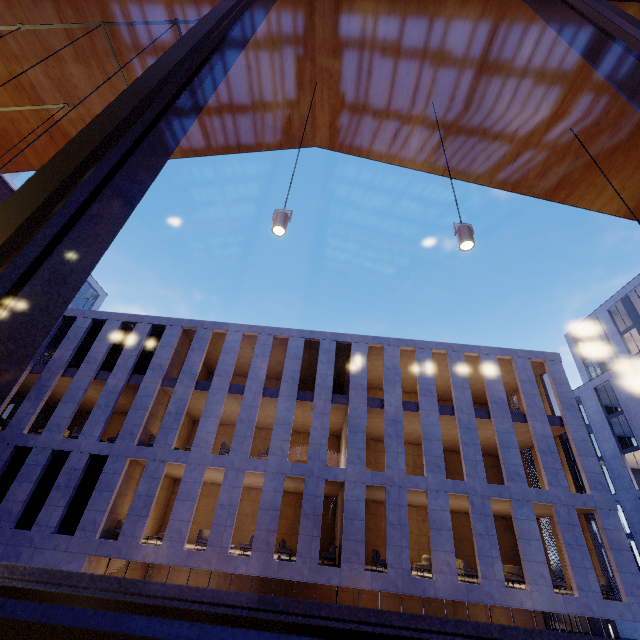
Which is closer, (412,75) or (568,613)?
(412,75)

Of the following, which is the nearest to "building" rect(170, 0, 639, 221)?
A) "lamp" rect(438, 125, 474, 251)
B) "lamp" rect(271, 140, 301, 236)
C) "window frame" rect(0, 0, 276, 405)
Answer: "window frame" rect(0, 0, 276, 405)

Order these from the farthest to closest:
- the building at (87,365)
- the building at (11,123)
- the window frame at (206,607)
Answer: the building at (87,365)
the building at (11,123)
the window frame at (206,607)

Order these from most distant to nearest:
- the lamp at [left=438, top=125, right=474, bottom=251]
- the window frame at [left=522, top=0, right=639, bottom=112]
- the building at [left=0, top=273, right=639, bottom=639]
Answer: the building at [left=0, top=273, right=639, bottom=639] < the lamp at [left=438, top=125, right=474, bottom=251] < the window frame at [left=522, top=0, right=639, bottom=112]

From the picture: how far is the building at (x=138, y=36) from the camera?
4.7m

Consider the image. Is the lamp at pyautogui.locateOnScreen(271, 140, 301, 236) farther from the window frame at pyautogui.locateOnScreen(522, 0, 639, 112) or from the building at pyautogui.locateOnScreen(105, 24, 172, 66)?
the building at pyautogui.locateOnScreen(105, 24, 172, 66)

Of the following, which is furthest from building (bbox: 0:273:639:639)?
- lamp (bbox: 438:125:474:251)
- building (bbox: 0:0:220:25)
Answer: lamp (bbox: 438:125:474:251)

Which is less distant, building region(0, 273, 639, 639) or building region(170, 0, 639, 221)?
building region(170, 0, 639, 221)
